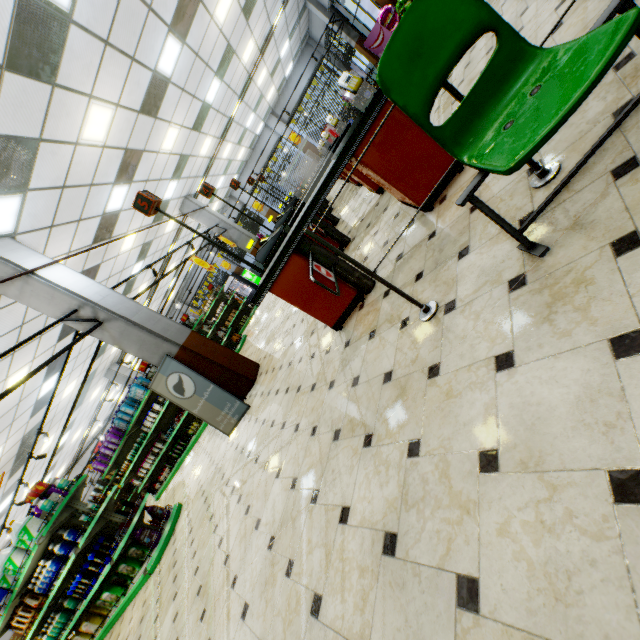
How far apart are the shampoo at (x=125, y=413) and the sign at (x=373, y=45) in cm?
1434

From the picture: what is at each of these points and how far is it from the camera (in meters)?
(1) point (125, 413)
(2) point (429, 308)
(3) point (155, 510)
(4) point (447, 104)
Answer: (1) shampoo, 9.34
(2) rail, 2.14
(3) fabric softener, 6.25
(4) building, 4.39

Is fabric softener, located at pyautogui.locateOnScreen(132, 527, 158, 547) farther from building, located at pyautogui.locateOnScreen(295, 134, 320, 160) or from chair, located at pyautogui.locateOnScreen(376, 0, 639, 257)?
chair, located at pyautogui.locateOnScreen(376, 0, 639, 257)

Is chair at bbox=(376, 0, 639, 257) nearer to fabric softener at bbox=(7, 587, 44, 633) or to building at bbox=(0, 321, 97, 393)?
building at bbox=(0, 321, 97, 393)

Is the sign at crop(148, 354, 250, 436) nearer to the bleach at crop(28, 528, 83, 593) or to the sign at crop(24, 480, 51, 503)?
A: the sign at crop(24, 480, 51, 503)

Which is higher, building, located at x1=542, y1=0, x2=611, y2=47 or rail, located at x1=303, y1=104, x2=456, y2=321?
rail, located at x1=303, y1=104, x2=456, y2=321

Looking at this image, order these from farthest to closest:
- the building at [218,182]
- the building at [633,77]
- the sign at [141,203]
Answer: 1. the building at [218,182]
2. the sign at [141,203]
3. the building at [633,77]

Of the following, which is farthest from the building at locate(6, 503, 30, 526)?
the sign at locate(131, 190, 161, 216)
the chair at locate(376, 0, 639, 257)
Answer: the sign at locate(131, 190, 161, 216)
